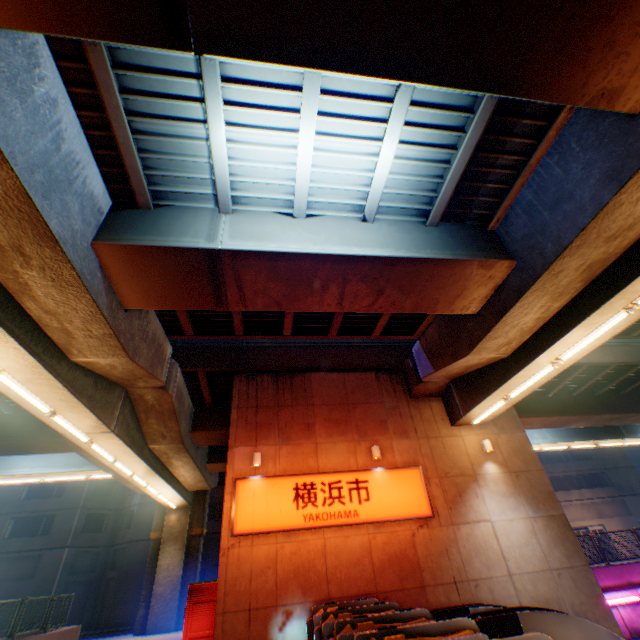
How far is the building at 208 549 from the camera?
28.7 meters

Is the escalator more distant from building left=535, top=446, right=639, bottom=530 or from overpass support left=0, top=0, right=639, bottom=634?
building left=535, top=446, right=639, bottom=530

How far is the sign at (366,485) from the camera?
10.31m

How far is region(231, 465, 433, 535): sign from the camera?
10.31m

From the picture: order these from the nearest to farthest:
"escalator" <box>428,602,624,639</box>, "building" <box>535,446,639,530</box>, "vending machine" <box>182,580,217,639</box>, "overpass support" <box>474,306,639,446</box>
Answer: "escalator" <box>428,602,624,639</box> → "vending machine" <box>182,580,217,639</box> → "overpass support" <box>474,306,639,446</box> → "building" <box>535,446,639,530</box>

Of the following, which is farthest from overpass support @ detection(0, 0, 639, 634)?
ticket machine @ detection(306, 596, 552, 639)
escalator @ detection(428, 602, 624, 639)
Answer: ticket machine @ detection(306, 596, 552, 639)

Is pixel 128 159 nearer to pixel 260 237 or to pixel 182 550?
pixel 260 237

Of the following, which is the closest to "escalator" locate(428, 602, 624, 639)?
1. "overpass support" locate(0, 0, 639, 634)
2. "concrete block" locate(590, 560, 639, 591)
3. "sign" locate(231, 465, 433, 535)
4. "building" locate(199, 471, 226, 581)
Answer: "sign" locate(231, 465, 433, 535)
